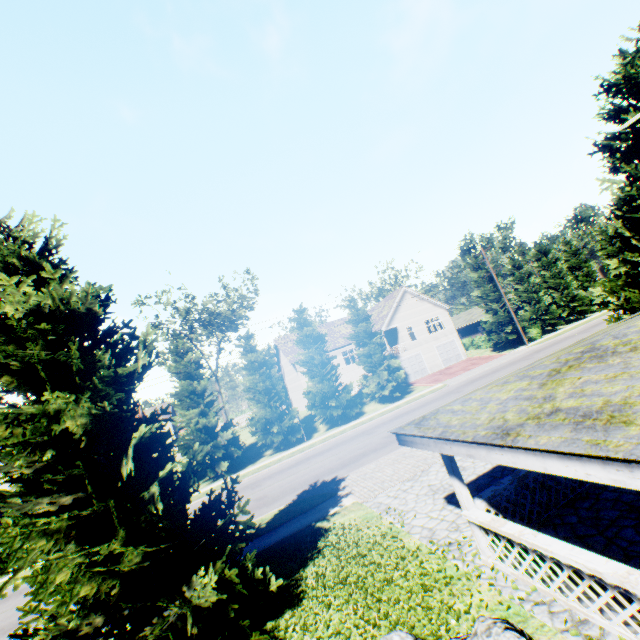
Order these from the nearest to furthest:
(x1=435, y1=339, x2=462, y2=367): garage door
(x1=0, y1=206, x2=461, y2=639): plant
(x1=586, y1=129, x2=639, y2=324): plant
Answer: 1. (x1=0, y1=206, x2=461, y2=639): plant
2. (x1=586, y1=129, x2=639, y2=324): plant
3. (x1=435, y1=339, x2=462, y2=367): garage door

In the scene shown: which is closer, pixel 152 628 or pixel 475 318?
pixel 152 628

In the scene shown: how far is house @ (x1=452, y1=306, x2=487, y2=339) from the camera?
50.3m

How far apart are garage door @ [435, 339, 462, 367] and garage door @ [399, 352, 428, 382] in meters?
2.2 m

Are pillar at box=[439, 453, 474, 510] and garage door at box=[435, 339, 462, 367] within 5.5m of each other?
no

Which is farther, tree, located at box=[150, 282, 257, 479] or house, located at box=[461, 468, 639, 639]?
tree, located at box=[150, 282, 257, 479]

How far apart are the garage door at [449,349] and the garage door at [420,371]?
2.16m

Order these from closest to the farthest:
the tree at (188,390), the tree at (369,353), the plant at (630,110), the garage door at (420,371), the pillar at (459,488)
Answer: the pillar at (459,488), the plant at (630,110), the tree at (188,390), the tree at (369,353), the garage door at (420,371)
